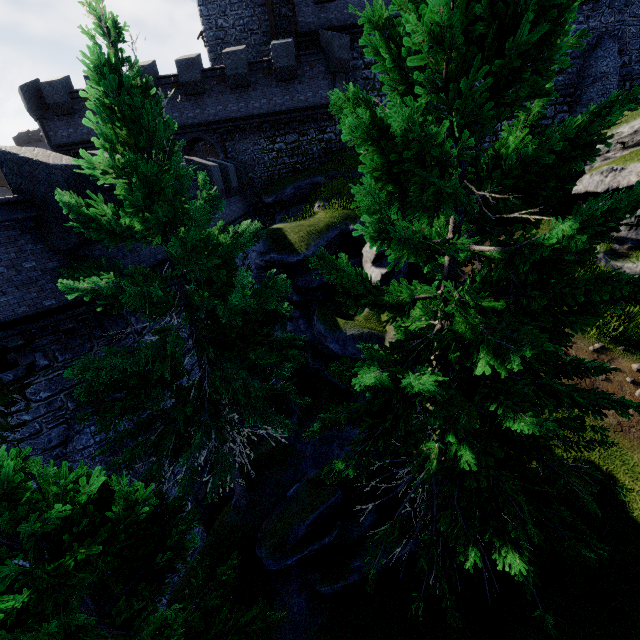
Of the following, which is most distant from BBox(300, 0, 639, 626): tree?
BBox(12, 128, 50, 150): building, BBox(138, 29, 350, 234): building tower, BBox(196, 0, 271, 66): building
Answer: BBox(12, 128, 50, 150): building

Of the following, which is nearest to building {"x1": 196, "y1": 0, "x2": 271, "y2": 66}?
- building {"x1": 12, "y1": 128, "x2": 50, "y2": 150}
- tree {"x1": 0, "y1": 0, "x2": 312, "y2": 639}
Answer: tree {"x1": 0, "y1": 0, "x2": 312, "y2": 639}

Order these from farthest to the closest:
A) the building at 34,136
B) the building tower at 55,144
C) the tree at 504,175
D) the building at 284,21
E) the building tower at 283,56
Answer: the building at 34,136 → the building at 284,21 → the building tower at 55,144 → the building tower at 283,56 → the tree at 504,175

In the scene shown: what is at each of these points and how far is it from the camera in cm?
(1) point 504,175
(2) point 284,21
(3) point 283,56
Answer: (1) tree, 400
(2) building, 2300
(3) building tower, 1942

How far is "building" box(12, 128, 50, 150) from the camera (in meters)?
57.66

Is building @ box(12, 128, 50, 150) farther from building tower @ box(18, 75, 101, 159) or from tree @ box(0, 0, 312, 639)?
tree @ box(0, 0, 312, 639)

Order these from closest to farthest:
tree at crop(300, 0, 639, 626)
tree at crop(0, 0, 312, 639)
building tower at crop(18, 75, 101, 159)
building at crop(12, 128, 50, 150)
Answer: tree at crop(300, 0, 639, 626) → tree at crop(0, 0, 312, 639) → building tower at crop(18, 75, 101, 159) → building at crop(12, 128, 50, 150)

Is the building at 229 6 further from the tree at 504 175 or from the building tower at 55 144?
the tree at 504 175
